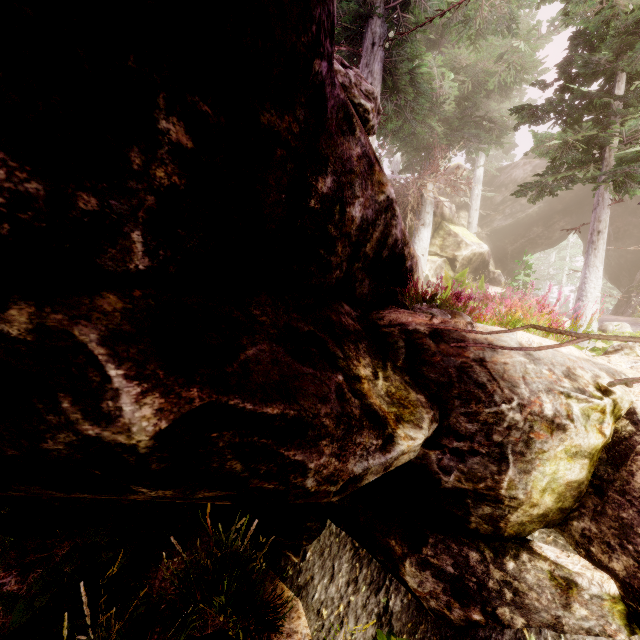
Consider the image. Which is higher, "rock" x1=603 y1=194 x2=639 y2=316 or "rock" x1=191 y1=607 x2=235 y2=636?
"rock" x1=603 y1=194 x2=639 y2=316

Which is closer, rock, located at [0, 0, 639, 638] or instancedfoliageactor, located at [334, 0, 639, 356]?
rock, located at [0, 0, 639, 638]

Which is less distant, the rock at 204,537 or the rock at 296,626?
the rock at 296,626

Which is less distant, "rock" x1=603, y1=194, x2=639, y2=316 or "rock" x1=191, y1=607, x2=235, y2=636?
"rock" x1=191, y1=607, x2=235, y2=636

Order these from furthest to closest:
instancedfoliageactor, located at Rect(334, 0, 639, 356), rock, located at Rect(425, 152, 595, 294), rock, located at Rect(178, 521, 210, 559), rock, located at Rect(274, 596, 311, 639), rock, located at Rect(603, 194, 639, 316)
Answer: rock, located at Rect(603, 194, 639, 316)
rock, located at Rect(425, 152, 595, 294)
instancedfoliageactor, located at Rect(334, 0, 639, 356)
rock, located at Rect(178, 521, 210, 559)
rock, located at Rect(274, 596, 311, 639)

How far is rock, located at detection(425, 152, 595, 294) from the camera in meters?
18.6 m

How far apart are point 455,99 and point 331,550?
19.6 meters
